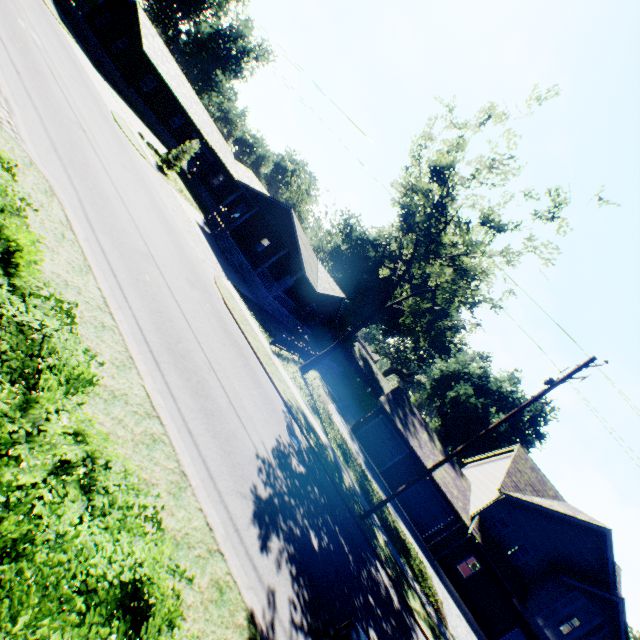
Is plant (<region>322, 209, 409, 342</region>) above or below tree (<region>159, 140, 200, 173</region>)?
above

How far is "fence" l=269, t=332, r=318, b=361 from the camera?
20.1 meters

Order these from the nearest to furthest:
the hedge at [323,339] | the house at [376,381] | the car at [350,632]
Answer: the car at [350,632]
the hedge at [323,339]
the house at [376,381]

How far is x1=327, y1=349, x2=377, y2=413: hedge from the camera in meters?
48.2

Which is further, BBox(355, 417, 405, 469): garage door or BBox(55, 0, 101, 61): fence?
BBox(55, 0, 101, 61): fence

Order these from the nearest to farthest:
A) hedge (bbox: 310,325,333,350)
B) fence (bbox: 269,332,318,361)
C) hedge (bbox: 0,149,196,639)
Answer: hedge (bbox: 0,149,196,639)
fence (bbox: 269,332,318,361)
hedge (bbox: 310,325,333,350)

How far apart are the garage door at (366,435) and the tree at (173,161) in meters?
26.9

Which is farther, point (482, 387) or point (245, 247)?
point (482, 387)
